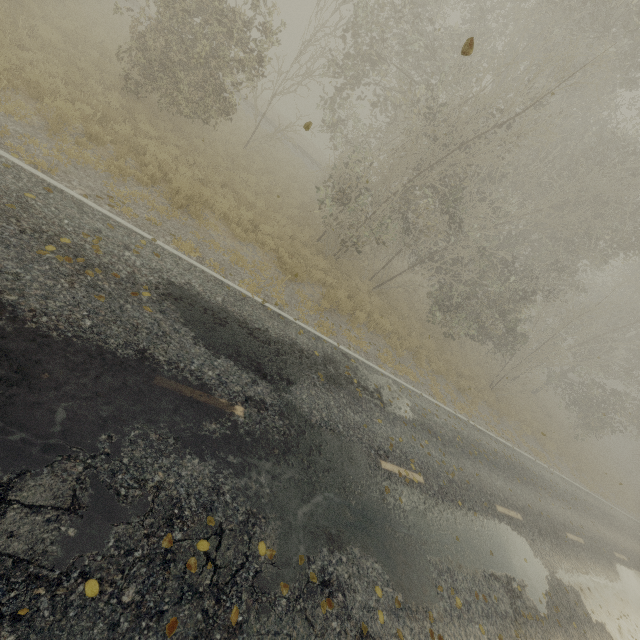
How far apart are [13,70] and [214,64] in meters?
5.3

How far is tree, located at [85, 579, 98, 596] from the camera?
2.9 meters

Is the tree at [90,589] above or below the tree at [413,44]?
below

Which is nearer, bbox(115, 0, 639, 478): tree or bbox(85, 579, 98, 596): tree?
bbox(85, 579, 98, 596): tree

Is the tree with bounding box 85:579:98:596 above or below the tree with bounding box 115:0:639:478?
below

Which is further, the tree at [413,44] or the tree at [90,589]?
the tree at [413,44]
